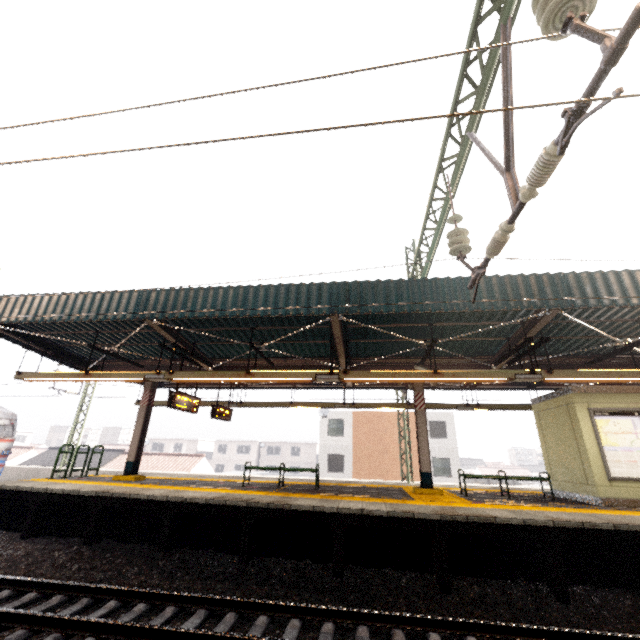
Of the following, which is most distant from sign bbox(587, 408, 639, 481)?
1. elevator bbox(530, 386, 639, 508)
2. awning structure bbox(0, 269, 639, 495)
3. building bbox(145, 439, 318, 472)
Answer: building bbox(145, 439, 318, 472)

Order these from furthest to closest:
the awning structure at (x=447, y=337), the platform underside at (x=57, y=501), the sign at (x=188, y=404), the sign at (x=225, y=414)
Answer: the sign at (x=225, y=414)
the sign at (x=188, y=404)
the awning structure at (x=447, y=337)
the platform underside at (x=57, y=501)

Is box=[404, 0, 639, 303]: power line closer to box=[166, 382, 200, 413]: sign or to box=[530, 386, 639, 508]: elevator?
box=[530, 386, 639, 508]: elevator

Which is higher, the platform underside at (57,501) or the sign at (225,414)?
the sign at (225,414)

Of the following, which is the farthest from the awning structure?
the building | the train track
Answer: the building

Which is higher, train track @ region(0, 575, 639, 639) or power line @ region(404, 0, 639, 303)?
power line @ region(404, 0, 639, 303)

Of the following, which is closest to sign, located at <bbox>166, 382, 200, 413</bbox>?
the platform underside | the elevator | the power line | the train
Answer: the platform underside

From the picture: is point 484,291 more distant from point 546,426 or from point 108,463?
point 108,463
